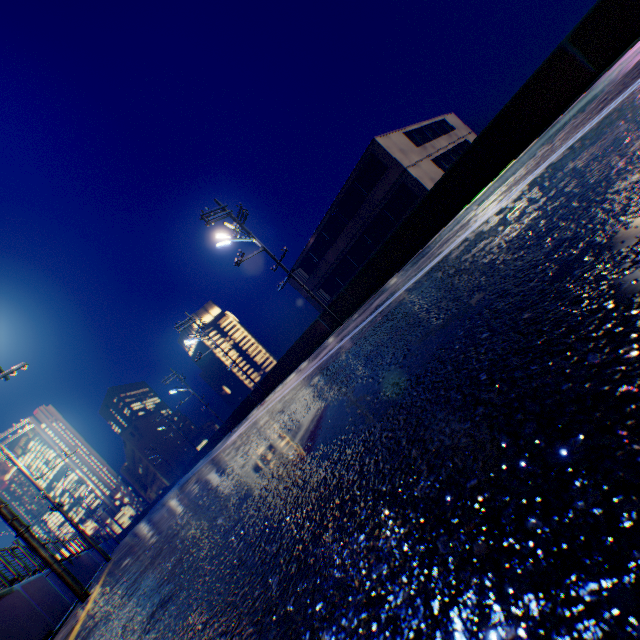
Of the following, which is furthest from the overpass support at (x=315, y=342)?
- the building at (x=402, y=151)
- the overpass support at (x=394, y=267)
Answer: the building at (x=402, y=151)

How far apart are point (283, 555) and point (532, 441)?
0.9 meters

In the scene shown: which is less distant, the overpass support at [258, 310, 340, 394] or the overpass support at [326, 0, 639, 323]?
the overpass support at [326, 0, 639, 323]

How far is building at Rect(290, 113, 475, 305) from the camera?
22.1m

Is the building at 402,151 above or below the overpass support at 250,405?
above

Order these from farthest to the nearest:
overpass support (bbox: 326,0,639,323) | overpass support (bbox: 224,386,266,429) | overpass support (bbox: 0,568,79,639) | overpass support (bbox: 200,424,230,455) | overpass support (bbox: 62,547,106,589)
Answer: overpass support (bbox: 200,424,230,455) < overpass support (bbox: 224,386,266,429) < overpass support (bbox: 62,547,106,589) < overpass support (bbox: 326,0,639,323) < overpass support (bbox: 0,568,79,639)

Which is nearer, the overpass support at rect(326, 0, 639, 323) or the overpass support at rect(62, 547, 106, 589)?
the overpass support at rect(326, 0, 639, 323)

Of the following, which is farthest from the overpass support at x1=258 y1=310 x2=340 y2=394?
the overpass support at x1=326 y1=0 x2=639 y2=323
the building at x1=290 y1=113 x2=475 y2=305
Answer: the building at x1=290 y1=113 x2=475 y2=305
